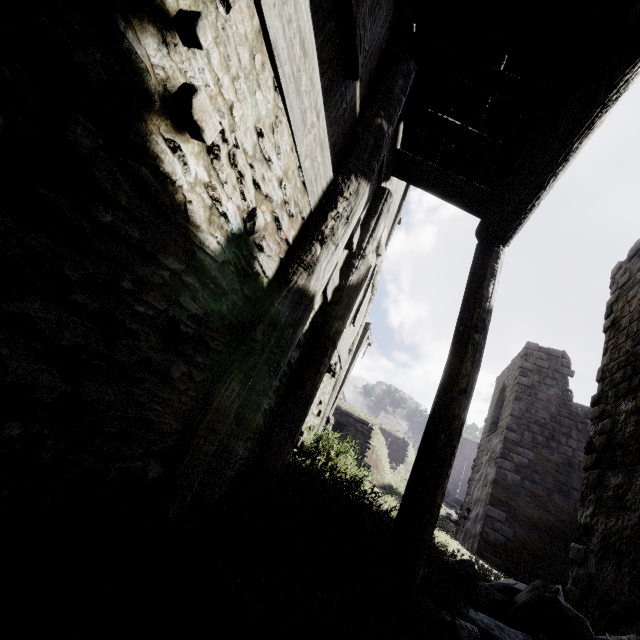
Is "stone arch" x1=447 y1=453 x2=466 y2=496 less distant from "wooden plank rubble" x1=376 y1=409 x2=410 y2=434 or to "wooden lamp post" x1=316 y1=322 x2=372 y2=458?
"wooden plank rubble" x1=376 y1=409 x2=410 y2=434

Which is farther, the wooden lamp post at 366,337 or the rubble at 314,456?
the wooden lamp post at 366,337

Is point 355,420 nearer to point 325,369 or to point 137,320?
point 325,369

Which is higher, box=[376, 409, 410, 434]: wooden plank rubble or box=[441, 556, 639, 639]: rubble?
box=[376, 409, 410, 434]: wooden plank rubble

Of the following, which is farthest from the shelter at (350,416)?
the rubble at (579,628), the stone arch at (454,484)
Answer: the stone arch at (454,484)

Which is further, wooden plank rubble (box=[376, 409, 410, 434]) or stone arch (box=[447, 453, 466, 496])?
wooden plank rubble (box=[376, 409, 410, 434])

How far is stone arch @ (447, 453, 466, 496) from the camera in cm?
4188

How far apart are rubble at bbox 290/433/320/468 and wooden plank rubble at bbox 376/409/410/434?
50.4m
